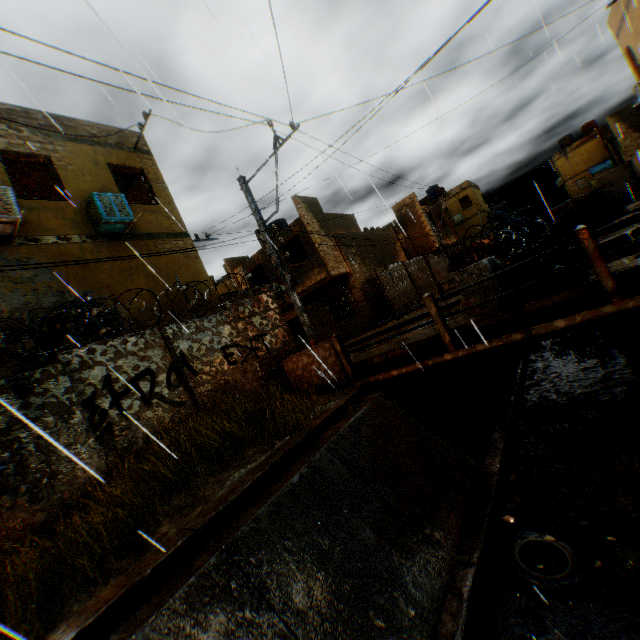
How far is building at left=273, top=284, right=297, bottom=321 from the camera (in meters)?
19.84

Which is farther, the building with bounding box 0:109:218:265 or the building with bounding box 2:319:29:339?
the building with bounding box 0:109:218:265

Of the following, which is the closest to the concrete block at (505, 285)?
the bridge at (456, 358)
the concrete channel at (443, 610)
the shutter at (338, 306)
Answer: the bridge at (456, 358)

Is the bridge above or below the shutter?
below

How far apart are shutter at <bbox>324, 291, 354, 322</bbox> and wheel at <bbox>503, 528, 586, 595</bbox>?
15.0 meters

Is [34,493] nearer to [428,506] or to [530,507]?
[428,506]

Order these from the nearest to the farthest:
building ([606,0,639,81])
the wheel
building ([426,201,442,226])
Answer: the wheel → building ([606,0,639,81]) → building ([426,201,442,226])

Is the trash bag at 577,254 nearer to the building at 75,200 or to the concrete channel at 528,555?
the concrete channel at 528,555
